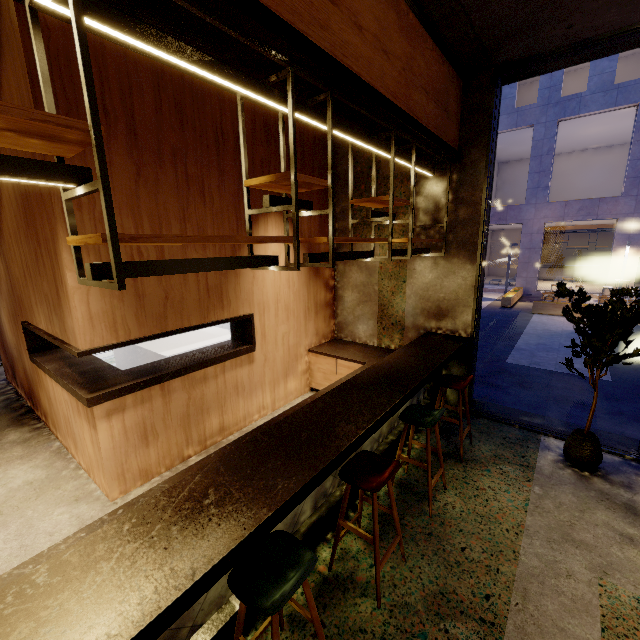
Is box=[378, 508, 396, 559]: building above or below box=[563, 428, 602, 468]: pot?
below

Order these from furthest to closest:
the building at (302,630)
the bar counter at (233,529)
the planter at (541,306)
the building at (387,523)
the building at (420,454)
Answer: the planter at (541,306) < the building at (420,454) < the building at (387,523) < the building at (302,630) < the bar counter at (233,529)

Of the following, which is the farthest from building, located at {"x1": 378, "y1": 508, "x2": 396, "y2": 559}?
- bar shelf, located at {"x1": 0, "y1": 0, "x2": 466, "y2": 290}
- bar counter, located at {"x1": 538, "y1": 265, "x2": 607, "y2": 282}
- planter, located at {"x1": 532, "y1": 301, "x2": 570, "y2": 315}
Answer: bar counter, located at {"x1": 538, "y1": 265, "x2": 607, "y2": 282}

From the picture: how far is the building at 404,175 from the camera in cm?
477

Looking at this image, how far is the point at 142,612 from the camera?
1.21m

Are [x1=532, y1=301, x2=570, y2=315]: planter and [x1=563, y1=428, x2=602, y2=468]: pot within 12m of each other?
yes

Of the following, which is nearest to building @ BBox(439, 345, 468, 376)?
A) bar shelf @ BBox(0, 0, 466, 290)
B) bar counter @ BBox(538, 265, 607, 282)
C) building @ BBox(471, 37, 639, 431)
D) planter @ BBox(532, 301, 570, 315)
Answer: bar shelf @ BBox(0, 0, 466, 290)

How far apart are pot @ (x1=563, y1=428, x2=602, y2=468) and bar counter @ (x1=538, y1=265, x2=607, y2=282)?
23.3m
